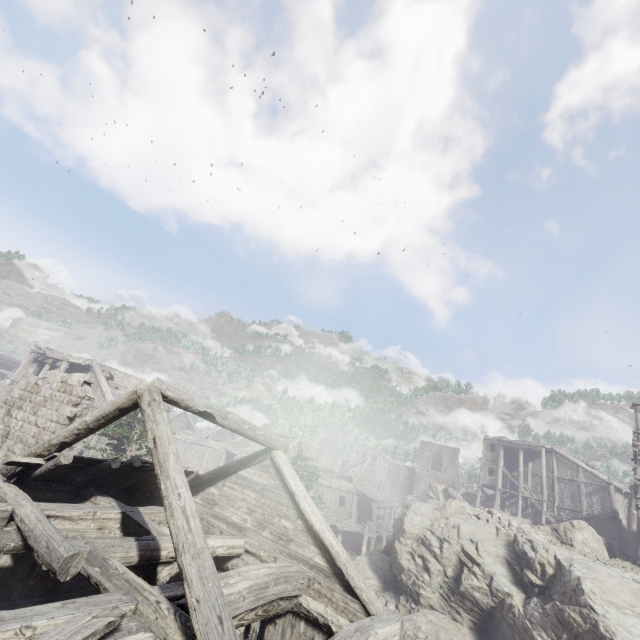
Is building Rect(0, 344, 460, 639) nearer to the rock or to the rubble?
the rock

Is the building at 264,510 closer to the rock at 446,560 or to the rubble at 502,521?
the rock at 446,560

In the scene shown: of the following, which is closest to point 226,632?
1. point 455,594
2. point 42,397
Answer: point 42,397

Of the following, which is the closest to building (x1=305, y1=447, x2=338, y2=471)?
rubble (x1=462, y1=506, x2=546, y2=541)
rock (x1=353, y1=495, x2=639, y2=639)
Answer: rock (x1=353, y1=495, x2=639, y2=639)

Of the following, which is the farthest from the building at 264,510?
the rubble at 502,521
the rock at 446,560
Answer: the rubble at 502,521

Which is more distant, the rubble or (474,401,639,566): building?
(474,401,639,566): building

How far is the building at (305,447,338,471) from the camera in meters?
53.9 m
